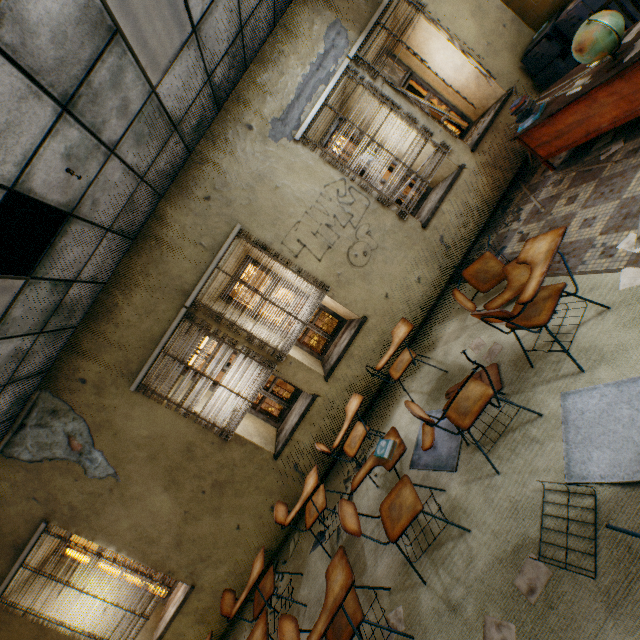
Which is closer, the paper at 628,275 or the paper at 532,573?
the paper at 532,573

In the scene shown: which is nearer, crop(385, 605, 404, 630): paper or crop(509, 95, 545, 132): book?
crop(385, 605, 404, 630): paper

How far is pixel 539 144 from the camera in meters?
3.9

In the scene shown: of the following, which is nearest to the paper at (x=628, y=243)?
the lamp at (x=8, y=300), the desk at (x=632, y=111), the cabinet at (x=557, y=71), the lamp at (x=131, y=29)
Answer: the desk at (x=632, y=111)

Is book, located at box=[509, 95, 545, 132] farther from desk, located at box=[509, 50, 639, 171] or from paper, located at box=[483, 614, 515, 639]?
paper, located at box=[483, 614, 515, 639]

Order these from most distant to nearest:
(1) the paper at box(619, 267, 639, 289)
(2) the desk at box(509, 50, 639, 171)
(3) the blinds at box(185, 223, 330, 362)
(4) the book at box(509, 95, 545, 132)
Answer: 1. (3) the blinds at box(185, 223, 330, 362)
2. (4) the book at box(509, 95, 545, 132)
3. (2) the desk at box(509, 50, 639, 171)
4. (1) the paper at box(619, 267, 639, 289)

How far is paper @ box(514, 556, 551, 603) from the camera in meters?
1.8

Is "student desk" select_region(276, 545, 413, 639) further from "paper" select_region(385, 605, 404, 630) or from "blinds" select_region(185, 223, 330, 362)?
"blinds" select_region(185, 223, 330, 362)
